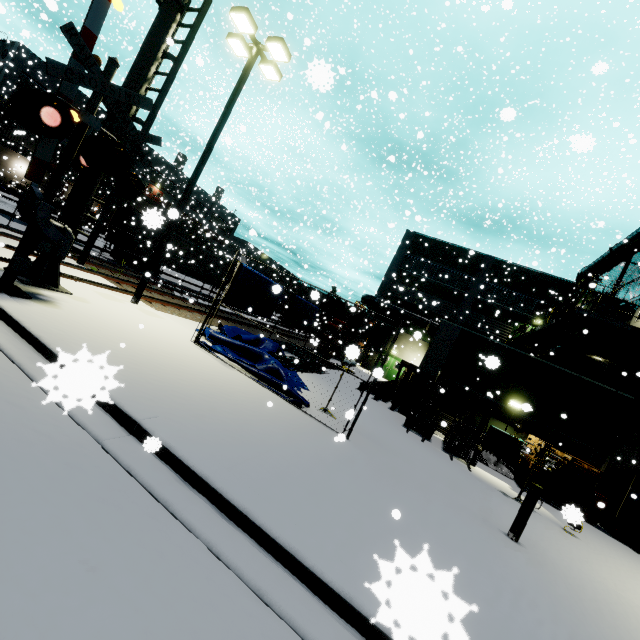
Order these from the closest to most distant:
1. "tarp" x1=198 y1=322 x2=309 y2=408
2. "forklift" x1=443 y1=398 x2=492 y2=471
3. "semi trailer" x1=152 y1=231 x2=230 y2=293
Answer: "tarp" x1=198 y1=322 x2=309 y2=408 < "forklift" x1=443 y1=398 x2=492 y2=471 < "semi trailer" x1=152 y1=231 x2=230 y2=293

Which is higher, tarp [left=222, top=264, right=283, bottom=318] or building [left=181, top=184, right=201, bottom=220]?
building [left=181, top=184, right=201, bottom=220]

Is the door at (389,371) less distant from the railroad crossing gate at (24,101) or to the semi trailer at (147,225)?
the semi trailer at (147,225)

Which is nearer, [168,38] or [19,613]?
[19,613]

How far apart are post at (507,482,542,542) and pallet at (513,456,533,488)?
6.9m

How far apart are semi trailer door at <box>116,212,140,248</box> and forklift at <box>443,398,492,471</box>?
23.27m

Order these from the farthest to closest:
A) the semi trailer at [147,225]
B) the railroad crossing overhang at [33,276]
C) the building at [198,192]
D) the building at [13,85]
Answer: the building at [13,85] → the building at [198,192] → the semi trailer at [147,225] → the railroad crossing overhang at [33,276]

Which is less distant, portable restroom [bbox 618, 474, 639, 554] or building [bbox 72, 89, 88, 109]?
portable restroom [bbox 618, 474, 639, 554]
